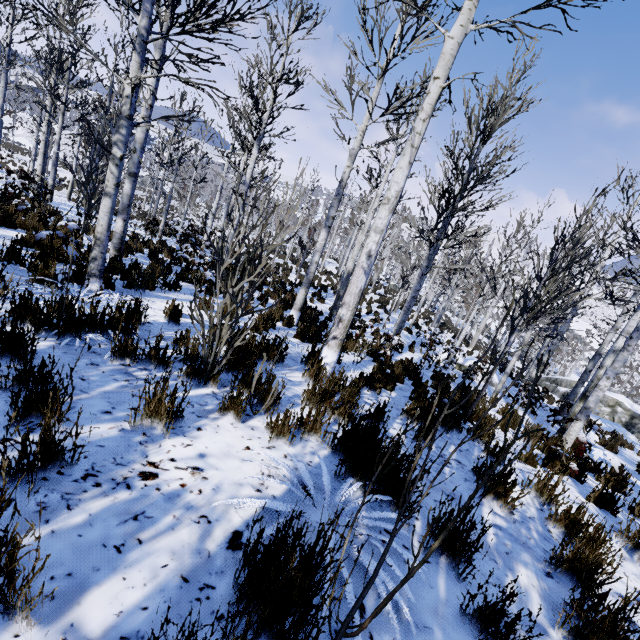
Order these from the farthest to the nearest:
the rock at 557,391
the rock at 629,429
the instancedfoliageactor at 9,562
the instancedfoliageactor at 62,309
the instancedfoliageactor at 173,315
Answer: the rock at 557,391
the rock at 629,429
the instancedfoliageactor at 173,315
the instancedfoliageactor at 62,309
the instancedfoliageactor at 9,562

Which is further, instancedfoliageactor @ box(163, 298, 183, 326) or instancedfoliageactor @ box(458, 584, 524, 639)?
instancedfoliageactor @ box(163, 298, 183, 326)

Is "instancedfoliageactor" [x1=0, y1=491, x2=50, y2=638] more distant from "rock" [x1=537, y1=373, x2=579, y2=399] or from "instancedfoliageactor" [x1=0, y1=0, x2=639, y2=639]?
"rock" [x1=537, y1=373, x2=579, y2=399]

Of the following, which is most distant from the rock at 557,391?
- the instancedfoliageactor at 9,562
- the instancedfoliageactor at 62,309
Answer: the instancedfoliageactor at 9,562

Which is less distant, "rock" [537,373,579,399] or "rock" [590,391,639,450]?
"rock" [590,391,639,450]

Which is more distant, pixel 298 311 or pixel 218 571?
pixel 298 311

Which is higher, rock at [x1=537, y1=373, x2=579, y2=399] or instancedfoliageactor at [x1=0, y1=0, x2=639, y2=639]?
instancedfoliageactor at [x1=0, y1=0, x2=639, y2=639]

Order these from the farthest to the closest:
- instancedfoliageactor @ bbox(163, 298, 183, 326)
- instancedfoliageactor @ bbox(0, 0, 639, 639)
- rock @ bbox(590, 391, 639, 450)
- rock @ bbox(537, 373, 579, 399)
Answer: rock @ bbox(537, 373, 579, 399) → rock @ bbox(590, 391, 639, 450) → instancedfoliageactor @ bbox(163, 298, 183, 326) → instancedfoliageactor @ bbox(0, 0, 639, 639)
